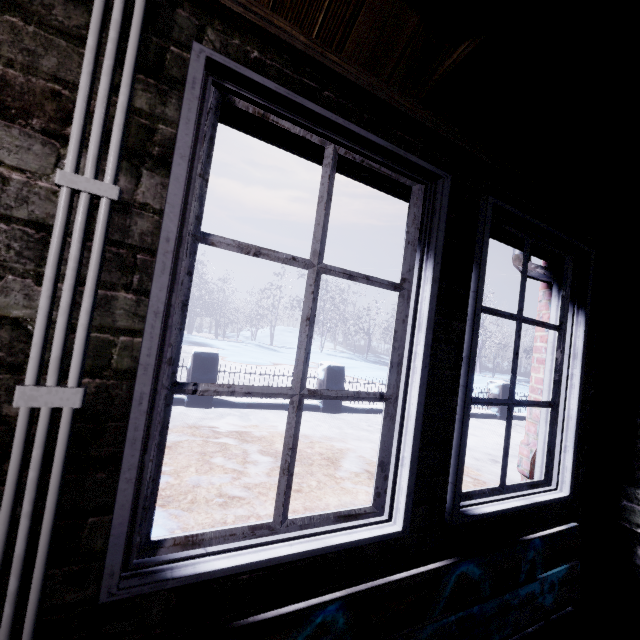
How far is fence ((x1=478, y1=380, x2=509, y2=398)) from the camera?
7.9 meters

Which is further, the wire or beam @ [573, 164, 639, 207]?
beam @ [573, 164, 639, 207]

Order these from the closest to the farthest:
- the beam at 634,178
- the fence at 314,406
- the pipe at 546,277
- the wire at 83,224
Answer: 1. the wire at 83,224
2. the beam at 634,178
3. the pipe at 546,277
4. the fence at 314,406

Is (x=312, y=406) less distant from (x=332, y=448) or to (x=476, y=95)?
(x=332, y=448)

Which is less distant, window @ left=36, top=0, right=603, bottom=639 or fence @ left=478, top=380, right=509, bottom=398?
window @ left=36, top=0, right=603, bottom=639

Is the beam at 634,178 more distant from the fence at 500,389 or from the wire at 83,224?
the fence at 500,389

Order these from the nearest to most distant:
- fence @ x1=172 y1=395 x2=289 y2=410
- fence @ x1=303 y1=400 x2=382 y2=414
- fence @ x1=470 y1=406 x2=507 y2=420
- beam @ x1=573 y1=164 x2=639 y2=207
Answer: beam @ x1=573 y1=164 x2=639 y2=207 → fence @ x1=172 y1=395 x2=289 y2=410 → fence @ x1=303 y1=400 x2=382 y2=414 → fence @ x1=470 y1=406 x2=507 y2=420

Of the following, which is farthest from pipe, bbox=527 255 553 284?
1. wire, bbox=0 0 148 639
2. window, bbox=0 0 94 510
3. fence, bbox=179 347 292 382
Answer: fence, bbox=179 347 292 382
